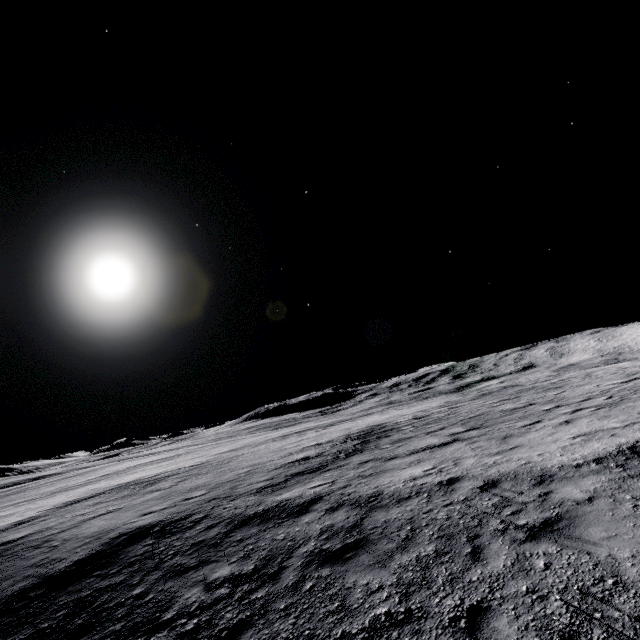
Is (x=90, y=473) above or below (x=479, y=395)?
below
